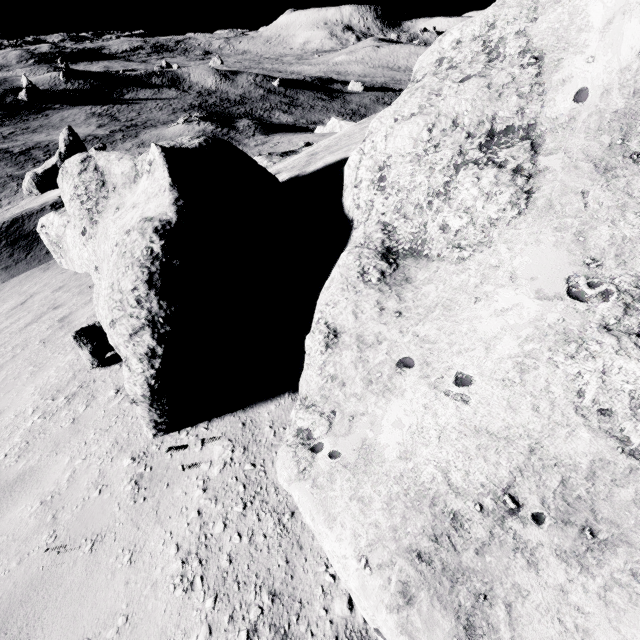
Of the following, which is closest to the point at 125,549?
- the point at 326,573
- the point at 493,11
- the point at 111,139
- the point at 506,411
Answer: the point at 326,573
